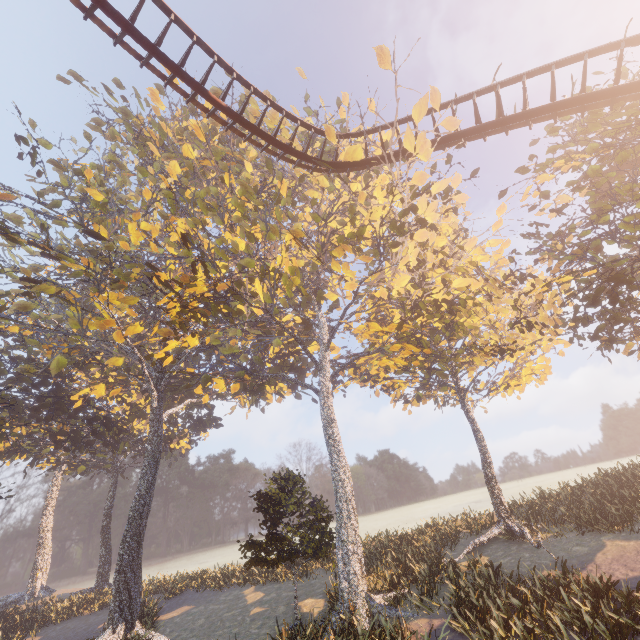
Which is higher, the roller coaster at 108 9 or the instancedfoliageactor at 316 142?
the instancedfoliageactor at 316 142

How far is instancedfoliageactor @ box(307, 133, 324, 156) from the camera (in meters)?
20.78

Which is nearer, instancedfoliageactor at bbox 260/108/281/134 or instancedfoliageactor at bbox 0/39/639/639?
instancedfoliageactor at bbox 0/39/639/639

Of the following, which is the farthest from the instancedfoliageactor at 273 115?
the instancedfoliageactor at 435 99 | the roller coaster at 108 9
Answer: the instancedfoliageactor at 435 99

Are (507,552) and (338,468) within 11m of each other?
yes

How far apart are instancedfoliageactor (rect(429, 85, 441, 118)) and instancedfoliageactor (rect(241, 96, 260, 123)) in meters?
9.8 m

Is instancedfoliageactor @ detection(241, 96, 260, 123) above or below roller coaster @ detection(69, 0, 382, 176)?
above

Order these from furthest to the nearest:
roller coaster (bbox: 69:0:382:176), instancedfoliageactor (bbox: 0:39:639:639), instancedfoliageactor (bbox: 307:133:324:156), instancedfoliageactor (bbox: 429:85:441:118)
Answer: instancedfoliageactor (bbox: 307:133:324:156)
instancedfoliageactor (bbox: 0:39:639:639)
instancedfoliageactor (bbox: 429:85:441:118)
roller coaster (bbox: 69:0:382:176)
